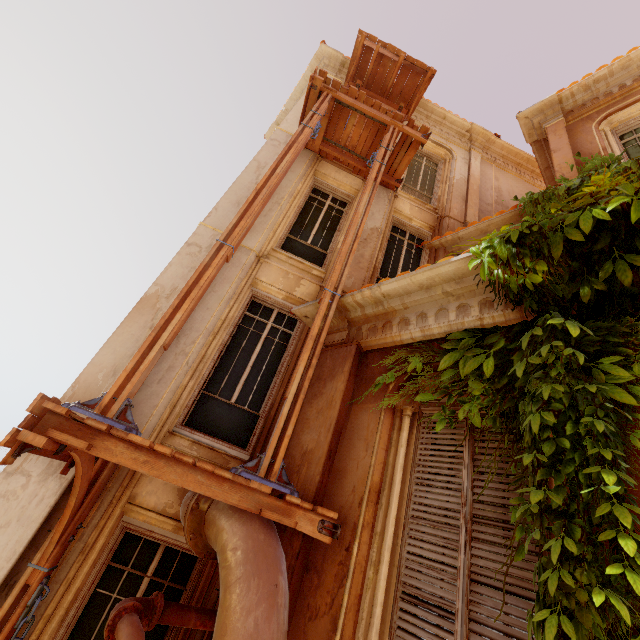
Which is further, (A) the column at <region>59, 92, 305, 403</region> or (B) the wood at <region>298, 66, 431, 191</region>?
(B) the wood at <region>298, 66, 431, 191</region>

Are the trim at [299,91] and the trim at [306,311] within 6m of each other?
no

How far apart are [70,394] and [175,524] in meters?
2.1

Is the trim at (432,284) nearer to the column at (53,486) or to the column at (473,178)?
the column at (53,486)

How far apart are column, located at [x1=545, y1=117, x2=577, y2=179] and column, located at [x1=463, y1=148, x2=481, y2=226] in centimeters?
177cm

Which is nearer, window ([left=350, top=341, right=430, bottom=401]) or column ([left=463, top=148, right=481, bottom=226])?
window ([left=350, top=341, right=430, bottom=401])

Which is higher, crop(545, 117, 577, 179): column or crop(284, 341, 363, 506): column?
crop(545, 117, 577, 179): column

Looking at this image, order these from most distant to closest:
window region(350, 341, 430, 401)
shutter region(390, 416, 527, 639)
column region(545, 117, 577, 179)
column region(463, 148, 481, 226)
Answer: →
1. column region(463, 148, 481, 226)
2. column region(545, 117, 577, 179)
3. window region(350, 341, 430, 401)
4. shutter region(390, 416, 527, 639)
